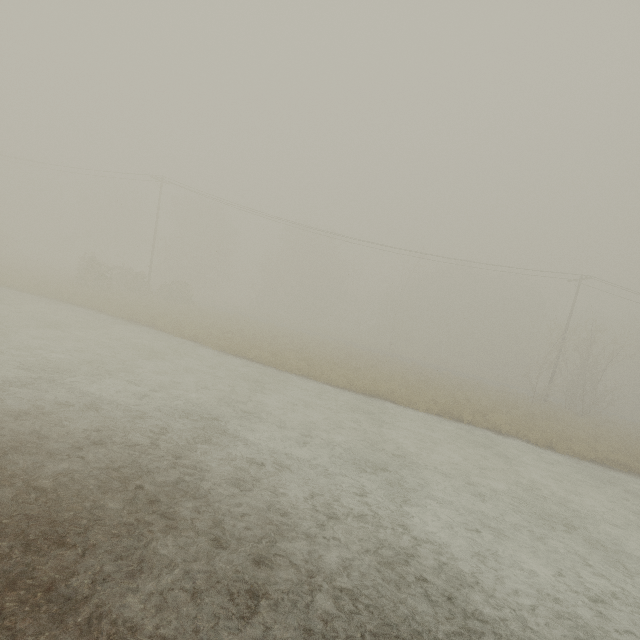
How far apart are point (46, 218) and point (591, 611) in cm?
7831
